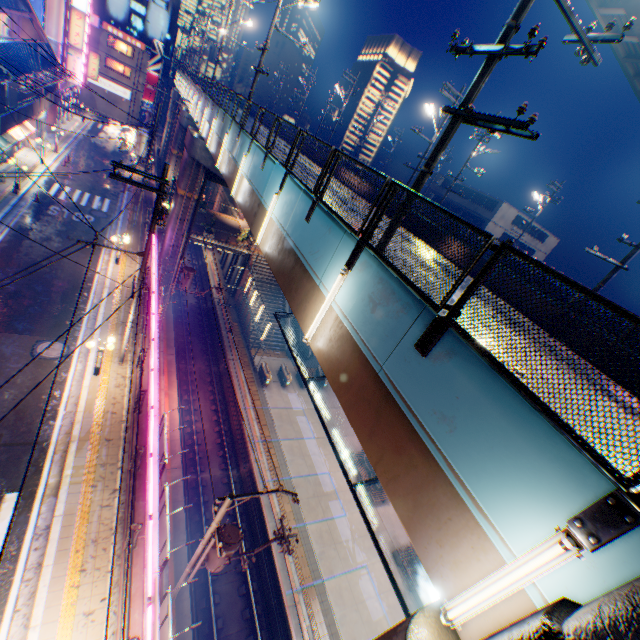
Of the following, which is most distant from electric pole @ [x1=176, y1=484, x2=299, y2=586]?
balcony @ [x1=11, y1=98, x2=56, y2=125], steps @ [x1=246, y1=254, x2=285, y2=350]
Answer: balcony @ [x1=11, y1=98, x2=56, y2=125]

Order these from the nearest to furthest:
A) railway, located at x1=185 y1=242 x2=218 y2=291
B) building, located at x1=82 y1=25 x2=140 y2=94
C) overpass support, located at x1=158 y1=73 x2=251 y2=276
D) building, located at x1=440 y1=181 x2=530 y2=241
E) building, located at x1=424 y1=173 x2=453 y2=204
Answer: overpass support, located at x1=158 y1=73 x2=251 y2=276, railway, located at x1=185 y1=242 x2=218 y2=291, building, located at x1=440 y1=181 x2=530 y2=241, building, located at x1=82 y1=25 x2=140 y2=94, building, located at x1=424 y1=173 x2=453 y2=204

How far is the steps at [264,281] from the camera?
33.1m

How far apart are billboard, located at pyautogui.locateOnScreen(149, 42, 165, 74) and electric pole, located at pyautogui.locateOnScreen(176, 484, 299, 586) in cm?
7169

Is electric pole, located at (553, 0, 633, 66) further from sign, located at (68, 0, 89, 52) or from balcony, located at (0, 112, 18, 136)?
sign, located at (68, 0, 89, 52)

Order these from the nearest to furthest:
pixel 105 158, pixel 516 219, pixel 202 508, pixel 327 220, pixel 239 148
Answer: pixel 327 220, pixel 239 148, pixel 202 508, pixel 105 158, pixel 516 219

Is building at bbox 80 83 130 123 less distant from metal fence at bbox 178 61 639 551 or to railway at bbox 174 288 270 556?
railway at bbox 174 288 270 556

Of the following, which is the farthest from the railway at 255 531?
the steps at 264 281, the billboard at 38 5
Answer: the billboard at 38 5
